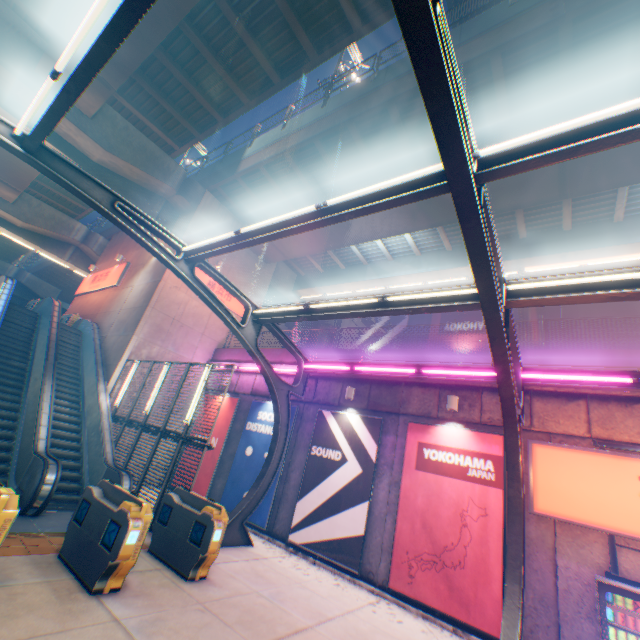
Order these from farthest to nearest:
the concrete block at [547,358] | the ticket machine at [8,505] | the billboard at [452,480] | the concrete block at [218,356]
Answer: the concrete block at [218,356] < the concrete block at [547,358] < the billboard at [452,480] < the ticket machine at [8,505]

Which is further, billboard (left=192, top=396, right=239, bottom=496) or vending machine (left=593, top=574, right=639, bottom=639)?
billboard (left=192, top=396, right=239, bottom=496)

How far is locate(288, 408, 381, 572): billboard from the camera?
9.6 meters

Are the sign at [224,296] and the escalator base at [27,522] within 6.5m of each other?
no

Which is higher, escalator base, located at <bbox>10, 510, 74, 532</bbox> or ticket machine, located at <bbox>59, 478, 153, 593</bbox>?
ticket machine, located at <bbox>59, 478, 153, 593</bbox>

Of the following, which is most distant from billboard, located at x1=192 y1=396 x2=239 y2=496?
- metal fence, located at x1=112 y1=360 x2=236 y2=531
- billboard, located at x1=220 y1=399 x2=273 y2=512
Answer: metal fence, located at x1=112 y1=360 x2=236 y2=531

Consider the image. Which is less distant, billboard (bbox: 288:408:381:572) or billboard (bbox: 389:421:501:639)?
billboard (bbox: 389:421:501:639)

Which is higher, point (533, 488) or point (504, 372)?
point (504, 372)
